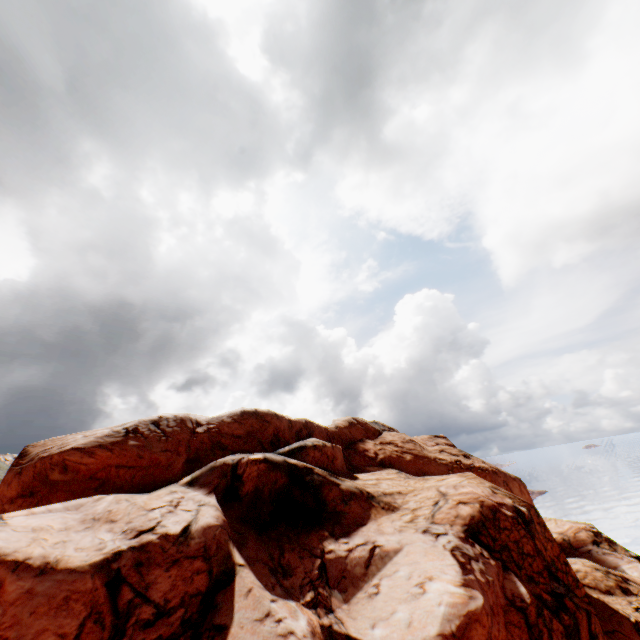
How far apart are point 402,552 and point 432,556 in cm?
153
